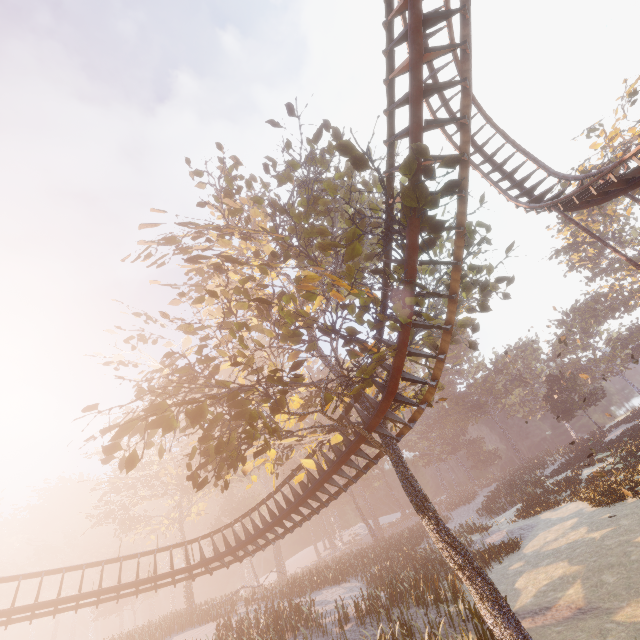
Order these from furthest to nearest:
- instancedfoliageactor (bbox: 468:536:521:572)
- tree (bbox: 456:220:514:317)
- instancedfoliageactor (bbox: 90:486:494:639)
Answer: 1. instancedfoliageactor (bbox: 468:536:521:572)
2. instancedfoliageactor (bbox: 90:486:494:639)
3. tree (bbox: 456:220:514:317)

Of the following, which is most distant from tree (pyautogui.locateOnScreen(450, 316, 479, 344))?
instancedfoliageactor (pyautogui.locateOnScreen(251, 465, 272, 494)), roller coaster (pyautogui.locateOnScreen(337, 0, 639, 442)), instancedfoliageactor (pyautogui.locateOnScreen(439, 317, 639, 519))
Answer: instancedfoliageactor (pyautogui.locateOnScreen(251, 465, 272, 494))

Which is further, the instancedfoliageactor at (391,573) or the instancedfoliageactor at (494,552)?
the instancedfoliageactor at (494,552)

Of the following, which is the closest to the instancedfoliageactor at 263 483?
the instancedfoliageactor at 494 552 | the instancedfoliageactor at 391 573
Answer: the instancedfoliageactor at 391 573

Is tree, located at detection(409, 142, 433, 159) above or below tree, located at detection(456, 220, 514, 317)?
above

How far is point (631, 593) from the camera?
9.8m

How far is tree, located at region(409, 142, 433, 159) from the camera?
6.75m
